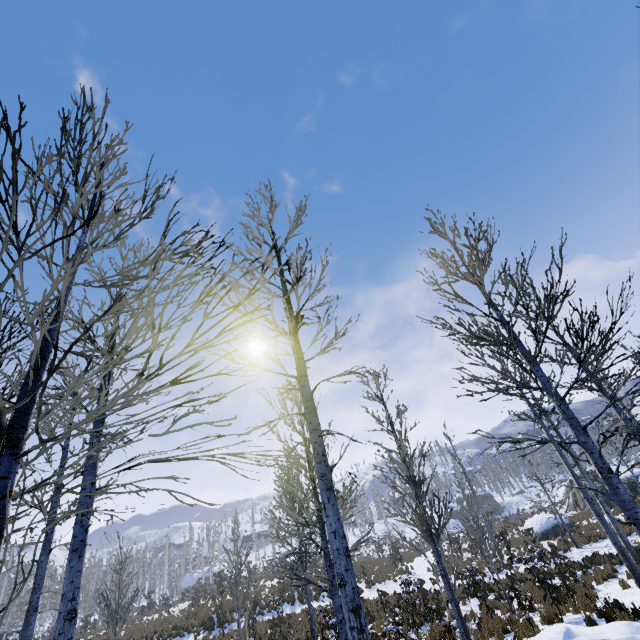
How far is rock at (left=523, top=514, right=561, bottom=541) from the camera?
24.31m

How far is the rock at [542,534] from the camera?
24.31m

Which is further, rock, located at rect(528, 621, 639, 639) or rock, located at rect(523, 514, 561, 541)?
rock, located at rect(523, 514, 561, 541)

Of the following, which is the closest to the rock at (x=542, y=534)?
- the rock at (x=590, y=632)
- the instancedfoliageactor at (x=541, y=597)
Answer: the rock at (x=590, y=632)

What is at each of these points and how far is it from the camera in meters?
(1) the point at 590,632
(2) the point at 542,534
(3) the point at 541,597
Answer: (1) rock, 6.3
(2) rock, 24.6
(3) instancedfoliageactor, 12.5

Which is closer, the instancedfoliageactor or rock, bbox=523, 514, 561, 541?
the instancedfoliageactor

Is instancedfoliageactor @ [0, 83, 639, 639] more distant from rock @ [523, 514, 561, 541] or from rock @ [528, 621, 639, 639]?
rock @ [523, 514, 561, 541]

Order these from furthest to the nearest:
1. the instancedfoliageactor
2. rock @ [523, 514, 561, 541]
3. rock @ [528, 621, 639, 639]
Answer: rock @ [523, 514, 561, 541] < rock @ [528, 621, 639, 639] < the instancedfoliageactor
